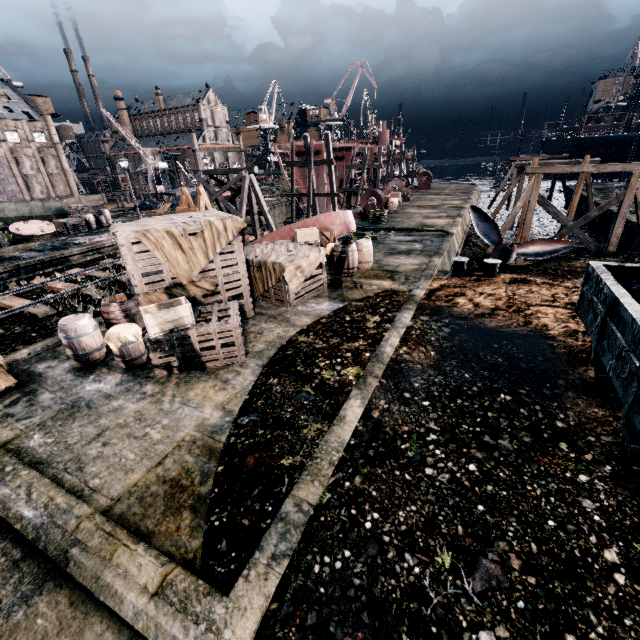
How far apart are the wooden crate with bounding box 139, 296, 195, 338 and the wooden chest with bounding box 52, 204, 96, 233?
26.11m

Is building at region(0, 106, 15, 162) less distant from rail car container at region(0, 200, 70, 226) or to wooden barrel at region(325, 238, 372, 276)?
wooden barrel at region(325, 238, 372, 276)

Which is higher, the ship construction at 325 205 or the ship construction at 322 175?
the ship construction at 322 175

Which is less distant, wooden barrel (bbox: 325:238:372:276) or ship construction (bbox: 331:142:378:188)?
wooden barrel (bbox: 325:238:372:276)

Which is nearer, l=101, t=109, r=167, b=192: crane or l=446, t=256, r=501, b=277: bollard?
l=446, t=256, r=501, b=277: bollard

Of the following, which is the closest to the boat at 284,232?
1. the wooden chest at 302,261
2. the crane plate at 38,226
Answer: the wooden chest at 302,261

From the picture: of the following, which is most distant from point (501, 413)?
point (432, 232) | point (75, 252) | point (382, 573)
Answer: point (75, 252)

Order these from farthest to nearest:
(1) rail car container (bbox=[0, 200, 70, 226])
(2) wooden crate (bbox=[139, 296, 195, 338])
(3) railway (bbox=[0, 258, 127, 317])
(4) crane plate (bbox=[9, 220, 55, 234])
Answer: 1. (1) rail car container (bbox=[0, 200, 70, 226])
2. (4) crane plate (bbox=[9, 220, 55, 234])
3. (3) railway (bbox=[0, 258, 127, 317])
4. (2) wooden crate (bbox=[139, 296, 195, 338])
